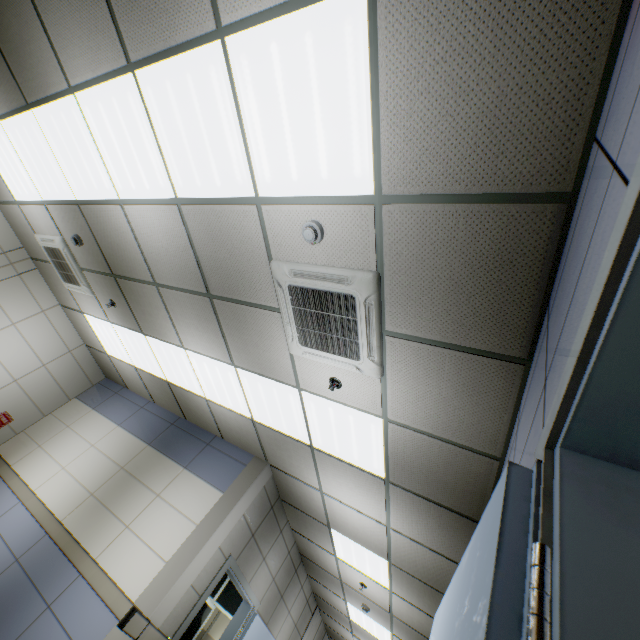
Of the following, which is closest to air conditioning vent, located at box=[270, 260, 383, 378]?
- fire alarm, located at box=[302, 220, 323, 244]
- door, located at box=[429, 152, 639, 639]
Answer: fire alarm, located at box=[302, 220, 323, 244]

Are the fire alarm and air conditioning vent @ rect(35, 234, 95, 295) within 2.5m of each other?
no

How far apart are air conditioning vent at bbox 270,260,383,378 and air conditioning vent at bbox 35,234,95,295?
4.0 meters

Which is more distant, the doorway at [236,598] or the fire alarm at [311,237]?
the doorway at [236,598]

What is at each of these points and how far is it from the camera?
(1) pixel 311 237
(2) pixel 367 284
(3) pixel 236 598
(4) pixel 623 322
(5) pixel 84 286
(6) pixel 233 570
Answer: (1) fire alarm, 2.3m
(2) air conditioning vent, 2.3m
(3) doorway, 8.5m
(4) door, 0.6m
(5) air conditioning vent, 5.2m
(6) door, 4.8m

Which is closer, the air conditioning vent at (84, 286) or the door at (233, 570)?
the door at (233, 570)

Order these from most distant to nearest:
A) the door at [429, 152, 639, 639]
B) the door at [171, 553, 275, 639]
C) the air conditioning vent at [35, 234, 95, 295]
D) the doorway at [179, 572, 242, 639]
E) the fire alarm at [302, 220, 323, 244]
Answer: the doorway at [179, 572, 242, 639], the air conditioning vent at [35, 234, 95, 295], the door at [171, 553, 275, 639], the fire alarm at [302, 220, 323, 244], the door at [429, 152, 639, 639]

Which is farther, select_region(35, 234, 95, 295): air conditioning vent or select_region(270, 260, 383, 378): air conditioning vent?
select_region(35, 234, 95, 295): air conditioning vent
